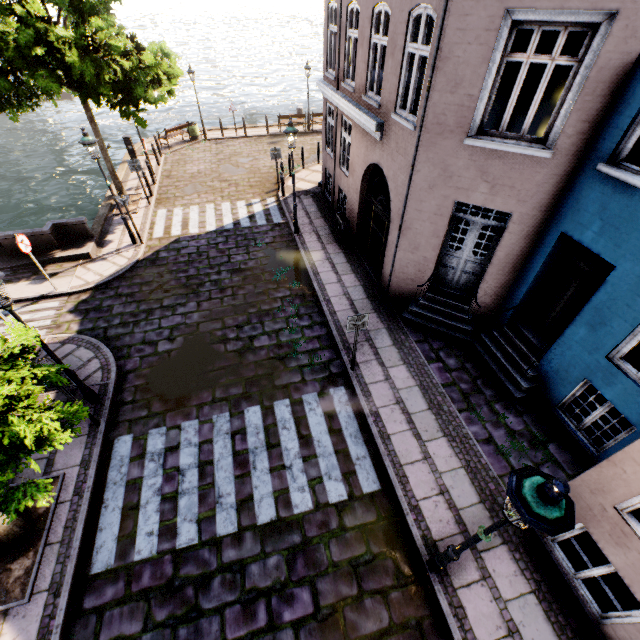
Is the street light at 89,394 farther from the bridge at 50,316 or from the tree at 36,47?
the bridge at 50,316

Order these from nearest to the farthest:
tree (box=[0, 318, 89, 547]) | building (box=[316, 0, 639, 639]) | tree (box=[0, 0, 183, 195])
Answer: tree (box=[0, 318, 89, 547]) < building (box=[316, 0, 639, 639]) < tree (box=[0, 0, 183, 195])

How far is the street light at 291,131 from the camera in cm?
1007

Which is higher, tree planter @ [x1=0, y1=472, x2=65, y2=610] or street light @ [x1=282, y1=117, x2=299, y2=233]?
street light @ [x1=282, y1=117, x2=299, y2=233]

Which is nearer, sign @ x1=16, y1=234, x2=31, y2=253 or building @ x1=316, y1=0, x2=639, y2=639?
building @ x1=316, y1=0, x2=639, y2=639

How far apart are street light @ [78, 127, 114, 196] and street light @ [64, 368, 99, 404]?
6.5m

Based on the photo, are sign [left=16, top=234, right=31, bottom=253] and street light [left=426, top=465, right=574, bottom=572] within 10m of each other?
no

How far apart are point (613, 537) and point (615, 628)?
1.4m
